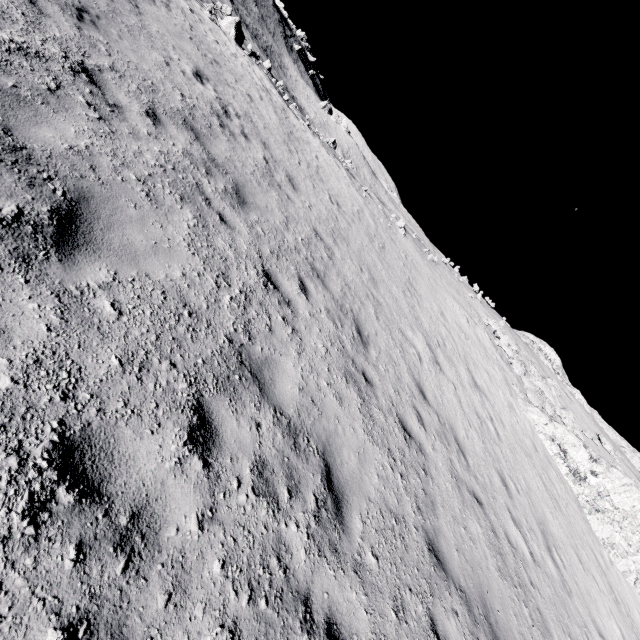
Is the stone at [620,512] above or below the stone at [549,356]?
below

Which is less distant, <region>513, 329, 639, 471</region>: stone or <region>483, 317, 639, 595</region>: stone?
<region>483, 317, 639, 595</region>: stone

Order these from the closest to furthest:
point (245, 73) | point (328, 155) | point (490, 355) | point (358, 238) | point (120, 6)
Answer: point (120, 6) → point (358, 238) → point (245, 73) → point (490, 355) → point (328, 155)

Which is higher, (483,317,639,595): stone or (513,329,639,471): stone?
(513,329,639,471): stone

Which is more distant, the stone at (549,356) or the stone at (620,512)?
the stone at (549,356)
